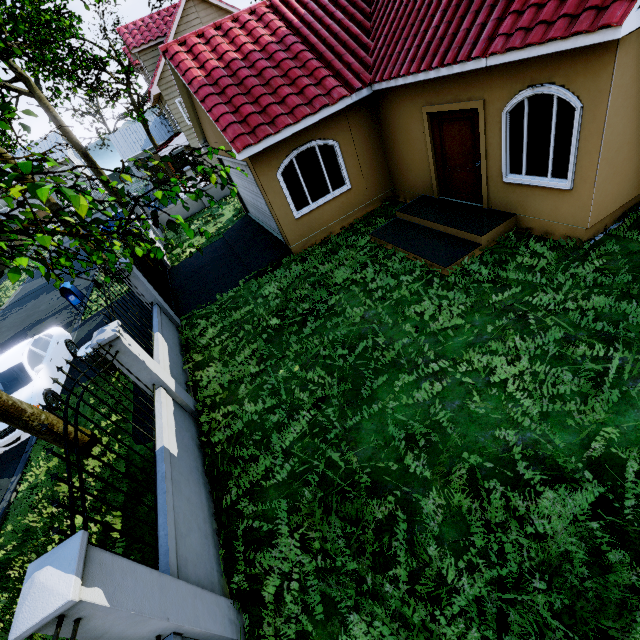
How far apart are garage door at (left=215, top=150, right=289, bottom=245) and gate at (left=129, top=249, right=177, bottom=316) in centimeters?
398cm

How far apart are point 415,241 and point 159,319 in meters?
6.7

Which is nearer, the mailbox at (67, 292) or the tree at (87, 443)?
the tree at (87, 443)

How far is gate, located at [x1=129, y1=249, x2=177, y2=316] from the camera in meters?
9.7 m

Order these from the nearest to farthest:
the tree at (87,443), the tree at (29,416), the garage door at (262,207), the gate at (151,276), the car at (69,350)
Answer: the tree at (29,416), the tree at (87,443), the car at (69,350), the garage door at (262,207), the gate at (151,276)

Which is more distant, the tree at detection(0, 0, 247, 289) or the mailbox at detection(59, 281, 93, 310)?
the mailbox at detection(59, 281, 93, 310)

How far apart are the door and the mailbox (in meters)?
14.26

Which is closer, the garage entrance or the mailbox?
the garage entrance
